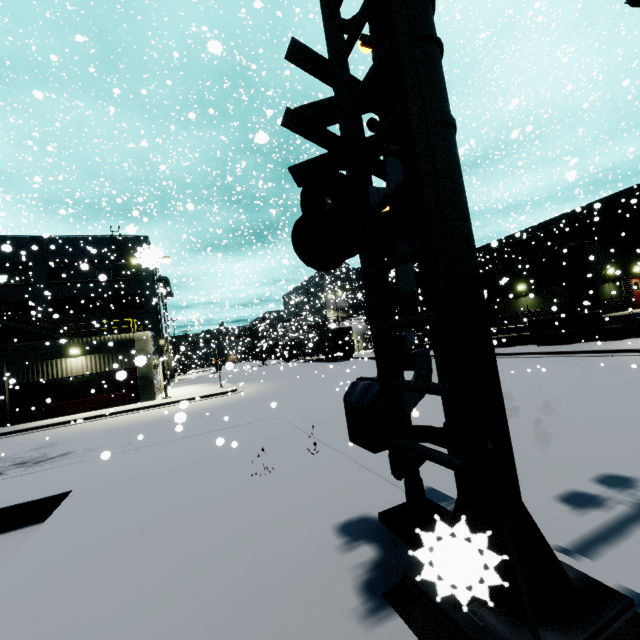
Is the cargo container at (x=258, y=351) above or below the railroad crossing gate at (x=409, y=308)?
below

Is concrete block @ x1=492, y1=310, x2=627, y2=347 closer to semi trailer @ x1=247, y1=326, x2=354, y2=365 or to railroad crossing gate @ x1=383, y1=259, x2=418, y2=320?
semi trailer @ x1=247, y1=326, x2=354, y2=365

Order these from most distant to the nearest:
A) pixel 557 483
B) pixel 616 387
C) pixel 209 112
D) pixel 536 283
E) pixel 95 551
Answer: pixel 536 283 < pixel 209 112 < pixel 616 387 < pixel 557 483 < pixel 95 551

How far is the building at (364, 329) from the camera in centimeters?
4485cm

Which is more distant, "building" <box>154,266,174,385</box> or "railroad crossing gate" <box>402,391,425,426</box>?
"building" <box>154,266,174,385</box>

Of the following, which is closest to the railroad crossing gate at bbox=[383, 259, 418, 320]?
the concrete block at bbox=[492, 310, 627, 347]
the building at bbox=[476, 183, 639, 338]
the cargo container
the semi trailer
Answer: the building at bbox=[476, 183, 639, 338]

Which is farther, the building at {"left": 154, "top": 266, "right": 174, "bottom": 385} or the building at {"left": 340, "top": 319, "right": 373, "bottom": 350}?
the building at {"left": 340, "top": 319, "right": 373, "bottom": 350}
